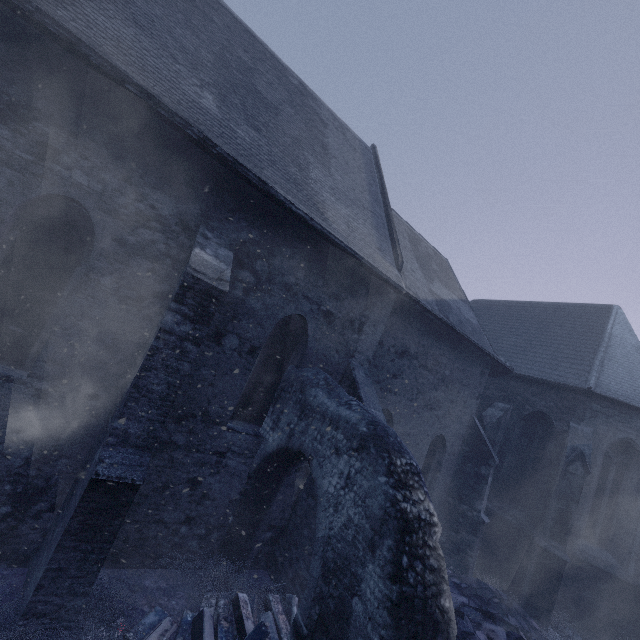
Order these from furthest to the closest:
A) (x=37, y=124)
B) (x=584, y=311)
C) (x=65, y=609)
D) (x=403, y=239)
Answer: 1. (x=584, y=311)
2. (x=403, y=239)
3. (x=37, y=124)
4. (x=65, y=609)

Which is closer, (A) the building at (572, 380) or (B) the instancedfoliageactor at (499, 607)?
(A) the building at (572, 380)

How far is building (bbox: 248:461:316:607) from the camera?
6.4 meters

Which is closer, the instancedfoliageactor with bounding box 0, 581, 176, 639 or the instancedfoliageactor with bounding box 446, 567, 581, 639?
the instancedfoliageactor with bounding box 0, 581, 176, 639

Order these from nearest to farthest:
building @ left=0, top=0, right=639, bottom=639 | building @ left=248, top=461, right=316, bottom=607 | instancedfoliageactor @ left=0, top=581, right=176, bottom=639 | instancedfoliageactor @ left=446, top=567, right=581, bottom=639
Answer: instancedfoliageactor @ left=0, top=581, right=176, bottom=639
building @ left=0, top=0, right=639, bottom=639
building @ left=248, top=461, right=316, bottom=607
instancedfoliageactor @ left=446, top=567, right=581, bottom=639

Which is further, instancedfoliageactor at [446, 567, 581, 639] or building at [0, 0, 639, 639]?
instancedfoliageactor at [446, 567, 581, 639]

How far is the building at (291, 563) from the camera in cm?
636
